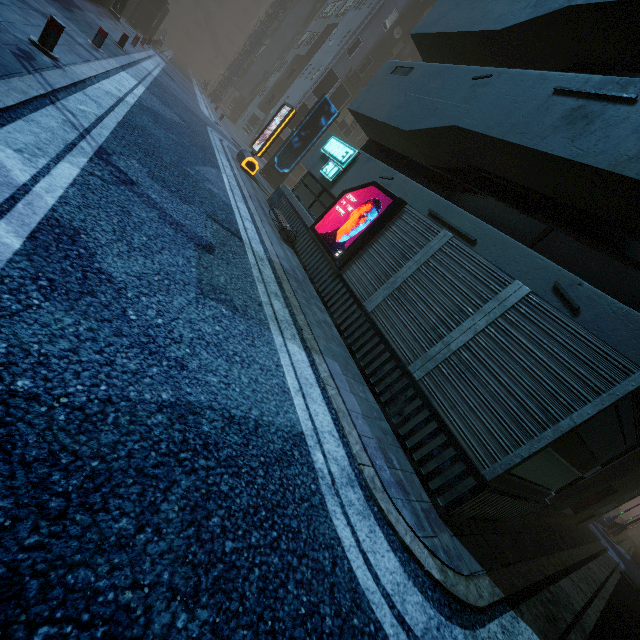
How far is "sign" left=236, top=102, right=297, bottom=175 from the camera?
13.9m

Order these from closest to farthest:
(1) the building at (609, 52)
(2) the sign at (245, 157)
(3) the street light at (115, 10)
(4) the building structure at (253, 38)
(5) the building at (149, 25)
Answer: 1. (1) the building at (609, 52)
2. (2) the sign at (245, 157)
3. (3) the street light at (115, 10)
4. (5) the building at (149, 25)
5. (4) the building structure at (253, 38)

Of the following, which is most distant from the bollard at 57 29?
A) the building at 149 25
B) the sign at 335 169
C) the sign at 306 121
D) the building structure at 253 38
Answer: the building structure at 253 38

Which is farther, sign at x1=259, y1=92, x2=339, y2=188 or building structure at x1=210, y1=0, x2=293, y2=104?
building structure at x1=210, y1=0, x2=293, y2=104

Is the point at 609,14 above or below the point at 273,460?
above

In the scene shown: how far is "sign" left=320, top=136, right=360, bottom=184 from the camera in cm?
985

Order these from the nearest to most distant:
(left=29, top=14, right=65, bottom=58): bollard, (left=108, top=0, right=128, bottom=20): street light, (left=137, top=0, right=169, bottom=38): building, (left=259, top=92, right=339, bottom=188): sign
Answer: (left=29, top=14, right=65, bottom=58): bollard < (left=259, top=92, right=339, bottom=188): sign < (left=108, top=0, right=128, bottom=20): street light < (left=137, top=0, right=169, bottom=38): building

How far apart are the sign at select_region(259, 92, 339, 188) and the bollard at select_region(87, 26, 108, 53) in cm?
926
